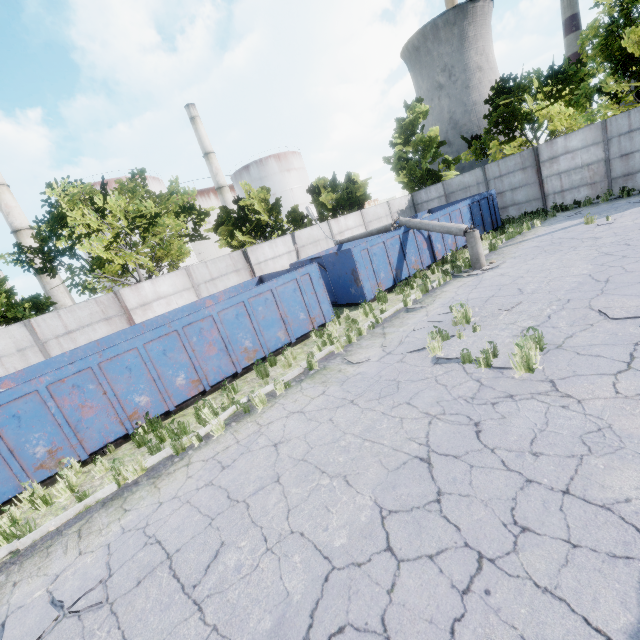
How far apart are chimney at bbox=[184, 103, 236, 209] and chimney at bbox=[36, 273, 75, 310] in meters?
21.6

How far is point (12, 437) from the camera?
6.5m

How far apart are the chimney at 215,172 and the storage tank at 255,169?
5.8 meters

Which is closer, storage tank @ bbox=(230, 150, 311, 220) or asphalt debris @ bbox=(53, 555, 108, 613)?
asphalt debris @ bbox=(53, 555, 108, 613)

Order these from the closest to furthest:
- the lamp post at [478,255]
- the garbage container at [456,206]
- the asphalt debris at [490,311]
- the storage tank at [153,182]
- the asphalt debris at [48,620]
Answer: the asphalt debris at [48,620], the asphalt debris at [490,311], the lamp post at [478,255], the garbage container at [456,206], the storage tank at [153,182]

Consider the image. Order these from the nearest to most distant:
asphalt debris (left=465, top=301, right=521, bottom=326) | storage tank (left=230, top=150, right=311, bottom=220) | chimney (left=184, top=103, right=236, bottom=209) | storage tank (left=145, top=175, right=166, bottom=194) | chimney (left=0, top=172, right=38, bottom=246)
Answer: asphalt debris (left=465, top=301, right=521, bottom=326)
chimney (left=0, top=172, right=38, bottom=246)
storage tank (left=145, top=175, right=166, bottom=194)
chimney (left=184, top=103, right=236, bottom=209)
storage tank (left=230, top=150, right=311, bottom=220)

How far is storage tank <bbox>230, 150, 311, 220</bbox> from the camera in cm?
5133

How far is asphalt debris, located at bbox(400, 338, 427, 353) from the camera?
7.18m
